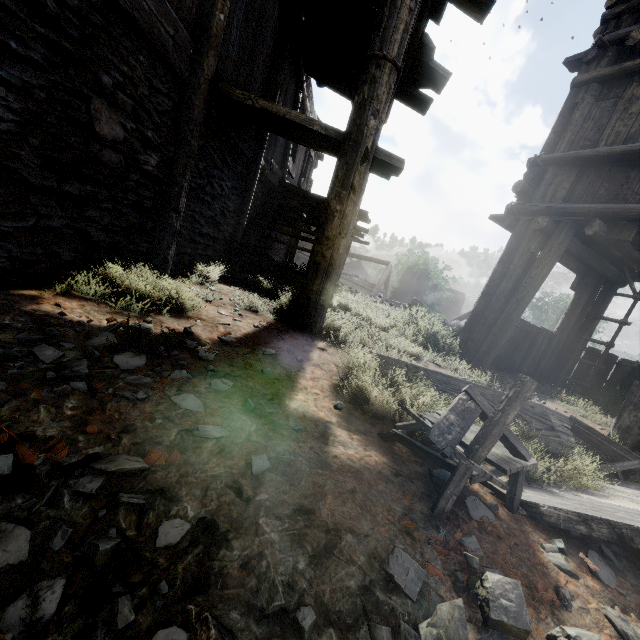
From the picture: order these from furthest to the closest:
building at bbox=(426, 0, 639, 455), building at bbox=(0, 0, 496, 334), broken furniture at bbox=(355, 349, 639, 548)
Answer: building at bbox=(426, 0, 639, 455) → building at bbox=(0, 0, 496, 334) → broken furniture at bbox=(355, 349, 639, 548)

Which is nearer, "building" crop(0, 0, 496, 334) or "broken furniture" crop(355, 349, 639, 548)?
"broken furniture" crop(355, 349, 639, 548)

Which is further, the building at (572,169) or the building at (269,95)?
the building at (572,169)

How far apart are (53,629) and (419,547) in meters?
1.2

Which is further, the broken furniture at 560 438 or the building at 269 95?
the building at 269 95

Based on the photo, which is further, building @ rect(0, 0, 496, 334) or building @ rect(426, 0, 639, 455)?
building @ rect(426, 0, 639, 455)
